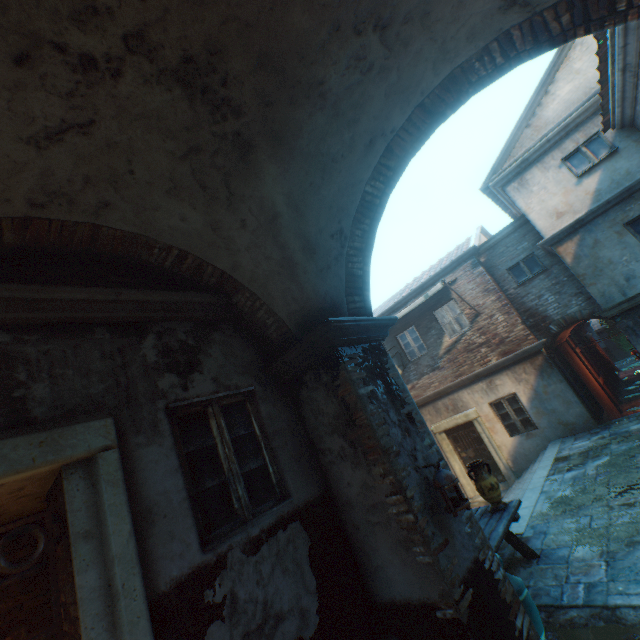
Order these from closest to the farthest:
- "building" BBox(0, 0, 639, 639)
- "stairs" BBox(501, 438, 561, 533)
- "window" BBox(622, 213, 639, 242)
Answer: "building" BBox(0, 0, 639, 639)
"stairs" BBox(501, 438, 561, 533)
"window" BBox(622, 213, 639, 242)

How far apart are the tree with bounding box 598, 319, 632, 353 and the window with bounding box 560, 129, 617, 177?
26.9 meters

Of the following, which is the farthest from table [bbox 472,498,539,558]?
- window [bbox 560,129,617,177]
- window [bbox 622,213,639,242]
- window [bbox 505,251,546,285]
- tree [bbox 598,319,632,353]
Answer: tree [bbox 598,319,632,353]

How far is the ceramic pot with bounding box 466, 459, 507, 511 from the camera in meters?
5.4

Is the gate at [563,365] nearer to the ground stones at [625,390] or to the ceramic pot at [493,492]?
the ground stones at [625,390]

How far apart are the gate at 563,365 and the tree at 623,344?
23.7 meters

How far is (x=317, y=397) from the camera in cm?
385

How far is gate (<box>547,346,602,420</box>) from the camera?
10.0 meters
